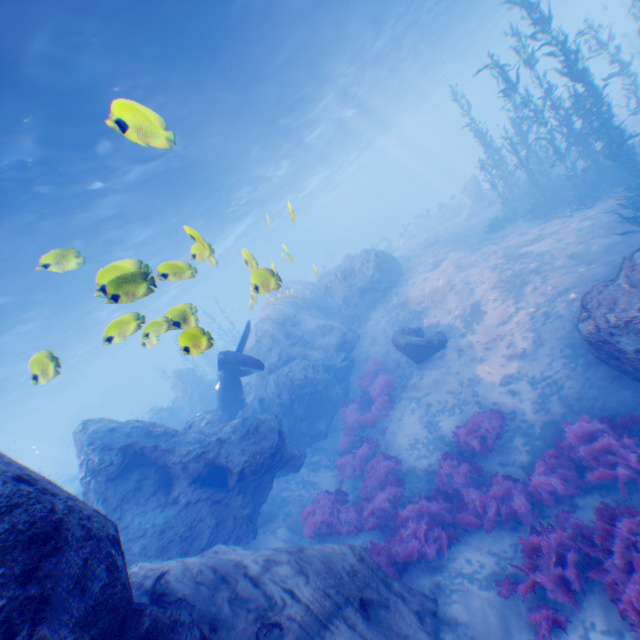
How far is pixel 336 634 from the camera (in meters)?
4.65

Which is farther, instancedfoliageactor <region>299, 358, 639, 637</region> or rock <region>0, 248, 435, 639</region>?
instancedfoliageactor <region>299, 358, 639, 637</region>

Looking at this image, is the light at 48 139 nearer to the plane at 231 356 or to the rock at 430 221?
the plane at 231 356

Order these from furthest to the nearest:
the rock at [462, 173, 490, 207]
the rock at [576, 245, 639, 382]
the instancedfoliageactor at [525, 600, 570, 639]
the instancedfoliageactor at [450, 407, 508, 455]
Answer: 1. the rock at [462, 173, 490, 207]
2. the instancedfoliageactor at [450, 407, 508, 455]
3. the rock at [576, 245, 639, 382]
4. the instancedfoliageactor at [525, 600, 570, 639]

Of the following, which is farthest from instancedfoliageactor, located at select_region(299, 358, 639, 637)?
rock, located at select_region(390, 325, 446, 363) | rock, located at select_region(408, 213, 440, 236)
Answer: rock, located at select_region(408, 213, 440, 236)

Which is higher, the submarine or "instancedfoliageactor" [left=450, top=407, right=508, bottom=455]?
the submarine

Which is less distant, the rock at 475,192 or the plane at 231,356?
the plane at 231,356

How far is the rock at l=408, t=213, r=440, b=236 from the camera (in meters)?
36.98
